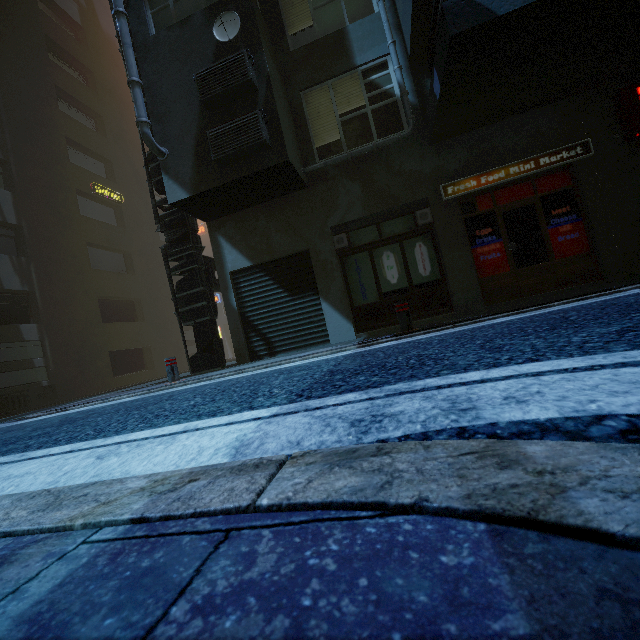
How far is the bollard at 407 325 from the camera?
5.69m

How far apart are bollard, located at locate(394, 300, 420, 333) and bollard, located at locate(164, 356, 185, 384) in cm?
477

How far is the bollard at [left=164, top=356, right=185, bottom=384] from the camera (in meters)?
6.83

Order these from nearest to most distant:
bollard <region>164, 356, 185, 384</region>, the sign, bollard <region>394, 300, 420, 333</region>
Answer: bollard <region>394, 300, 420, 333</region> < the sign < bollard <region>164, 356, 185, 384</region>

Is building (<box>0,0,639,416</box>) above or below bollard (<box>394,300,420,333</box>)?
above

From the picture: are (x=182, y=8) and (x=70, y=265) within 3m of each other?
no

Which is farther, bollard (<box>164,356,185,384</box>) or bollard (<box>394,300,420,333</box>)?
bollard (<box>164,356,185,384</box>)

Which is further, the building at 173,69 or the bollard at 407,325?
the building at 173,69
